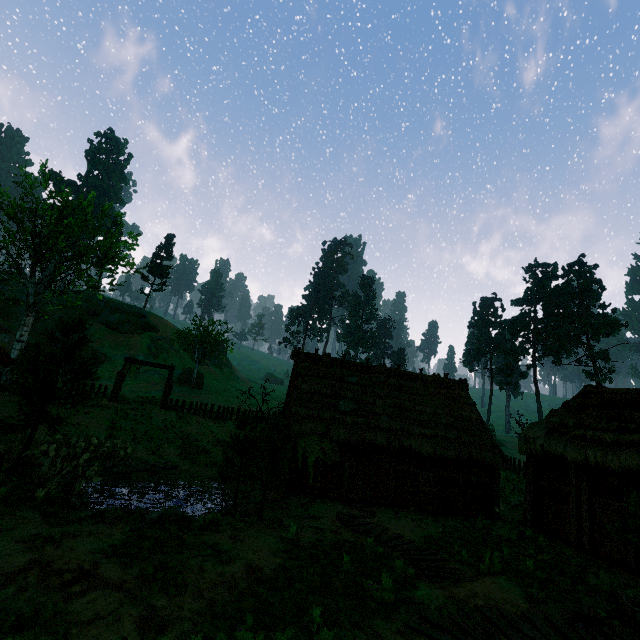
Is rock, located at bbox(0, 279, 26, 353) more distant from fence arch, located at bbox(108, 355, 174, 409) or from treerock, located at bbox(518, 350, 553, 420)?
fence arch, located at bbox(108, 355, 174, 409)

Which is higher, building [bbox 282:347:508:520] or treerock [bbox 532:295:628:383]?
treerock [bbox 532:295:628:383]

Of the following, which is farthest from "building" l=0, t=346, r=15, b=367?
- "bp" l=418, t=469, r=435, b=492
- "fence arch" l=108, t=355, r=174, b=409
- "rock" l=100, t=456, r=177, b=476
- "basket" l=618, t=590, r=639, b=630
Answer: "fence arch" l=108, t=355, r=174, b=409

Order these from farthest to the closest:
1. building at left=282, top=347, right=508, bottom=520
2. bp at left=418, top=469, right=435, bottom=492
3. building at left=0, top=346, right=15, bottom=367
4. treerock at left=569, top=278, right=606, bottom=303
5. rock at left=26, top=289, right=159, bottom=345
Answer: treerock at left=569, top=278, right=606, bottom=303 < rock at left=26, top=289, right=159, bottom=345 < bp at left=418, top=469, right=435, bottom=492 < building at left=282, top=347, right=508, bottom=520 < building at left=0, top=346, right=15, bottom=367

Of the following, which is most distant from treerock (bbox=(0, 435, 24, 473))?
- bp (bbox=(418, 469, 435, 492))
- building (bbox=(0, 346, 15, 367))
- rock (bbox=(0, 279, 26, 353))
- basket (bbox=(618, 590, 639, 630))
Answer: bp (bbox=(418, 469, 435, 492))

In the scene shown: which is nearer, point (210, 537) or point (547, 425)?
point (210, 537)

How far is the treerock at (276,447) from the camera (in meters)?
11.42
